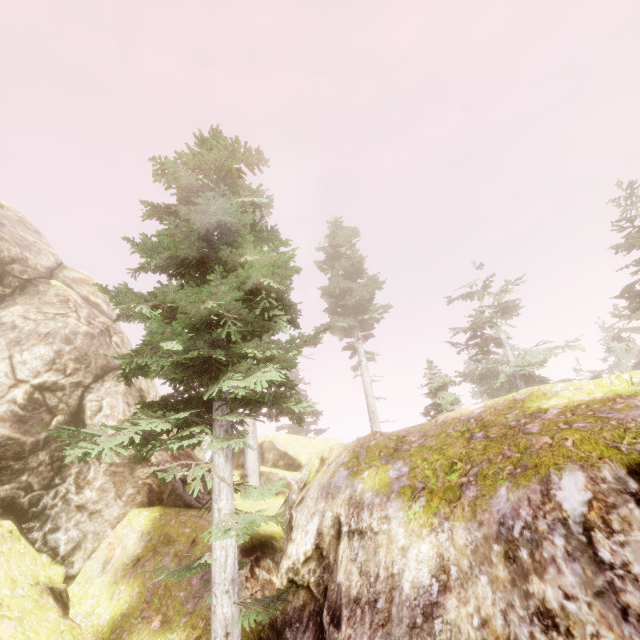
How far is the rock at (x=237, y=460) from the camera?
16.34m

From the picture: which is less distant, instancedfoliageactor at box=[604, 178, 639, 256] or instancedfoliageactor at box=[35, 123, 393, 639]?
instancedfoliageactor at box=[35, 123, 393, 639]

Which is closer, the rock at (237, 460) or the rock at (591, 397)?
the rock at (591, 397)

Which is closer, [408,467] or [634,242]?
[408,467]

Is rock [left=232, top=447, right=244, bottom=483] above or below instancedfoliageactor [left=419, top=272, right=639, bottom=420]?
below

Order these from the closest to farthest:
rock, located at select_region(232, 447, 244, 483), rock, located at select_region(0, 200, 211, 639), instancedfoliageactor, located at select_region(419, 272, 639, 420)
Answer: rock, located at select_region(0, 200, 211, 639), rock, located at select_region(232, 447, 244, 483), instancedfoliageactor, located at select_region(419, 272, 639, 420)
